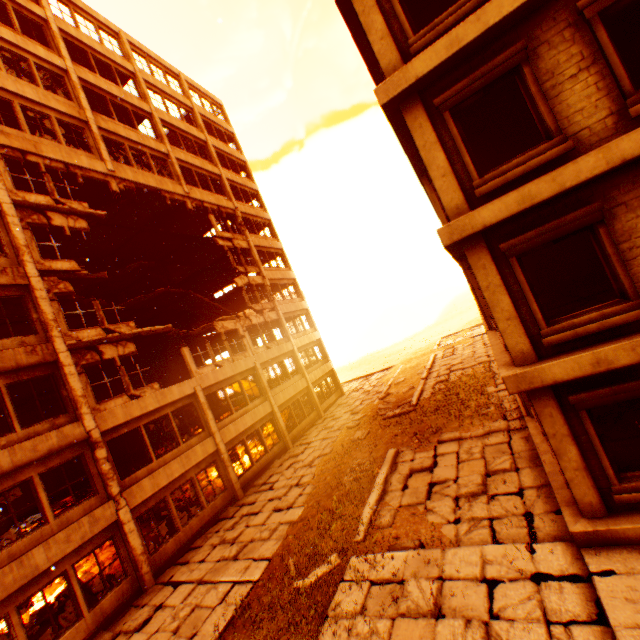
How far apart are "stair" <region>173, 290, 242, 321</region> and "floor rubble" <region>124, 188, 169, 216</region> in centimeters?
583cm

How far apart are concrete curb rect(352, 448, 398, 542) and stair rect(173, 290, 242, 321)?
16.3m

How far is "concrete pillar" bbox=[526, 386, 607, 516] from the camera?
6.0m

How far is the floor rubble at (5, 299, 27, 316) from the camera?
13.0m

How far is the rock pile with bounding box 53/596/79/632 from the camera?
10.1m

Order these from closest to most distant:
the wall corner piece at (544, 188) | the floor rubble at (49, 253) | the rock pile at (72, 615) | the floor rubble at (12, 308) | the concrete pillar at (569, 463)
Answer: the wall corner piece at (544, 188)
the concrete pillar at (569, 463)
the rock pile at (72, 615)
the floor rubble at (12, 308)
the floor rubble at (49, 253)

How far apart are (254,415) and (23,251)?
12.8 meters

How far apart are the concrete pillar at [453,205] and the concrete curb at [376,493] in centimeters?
794cm
